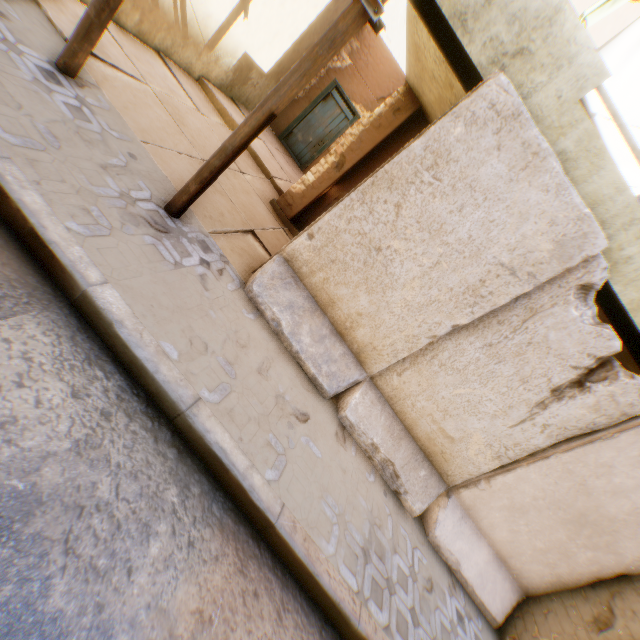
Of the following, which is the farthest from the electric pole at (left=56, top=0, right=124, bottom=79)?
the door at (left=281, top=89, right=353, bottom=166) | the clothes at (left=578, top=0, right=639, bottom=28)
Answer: the door at (left=281, top=89, right=353, bottom=166)

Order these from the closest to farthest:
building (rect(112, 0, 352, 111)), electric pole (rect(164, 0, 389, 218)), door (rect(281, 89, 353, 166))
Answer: electric pole (rect(164, 0, 389, 218)) → building (rect(112, 0, 352, 111)) → door (rect(281, 89, 353, 166))

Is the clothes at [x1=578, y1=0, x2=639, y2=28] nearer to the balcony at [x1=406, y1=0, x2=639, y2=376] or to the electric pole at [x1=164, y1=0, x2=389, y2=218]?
the balcony at [x1=406, y1=0, x2=639, y2=376]

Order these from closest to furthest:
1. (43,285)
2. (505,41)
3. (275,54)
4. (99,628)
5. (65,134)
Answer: (99,628)
(43,285)
(65,134)
(505,41)
(275,54)

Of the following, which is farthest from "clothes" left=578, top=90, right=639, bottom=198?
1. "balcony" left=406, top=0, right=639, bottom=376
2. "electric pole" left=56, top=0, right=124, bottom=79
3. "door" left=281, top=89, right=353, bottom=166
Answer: "door" left=281, top=89, right=353, bottom=166

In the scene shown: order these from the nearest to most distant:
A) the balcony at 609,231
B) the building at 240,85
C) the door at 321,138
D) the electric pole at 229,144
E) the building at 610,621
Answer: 1. the electric pole at 229,144
2. the balcony at 609,231
3. the building at 610,621
4. the building at 240,85
5. the door at 321,138

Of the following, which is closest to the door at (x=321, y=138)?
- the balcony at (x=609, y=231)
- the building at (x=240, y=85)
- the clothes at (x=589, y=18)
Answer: the building at (x=240, y=85)

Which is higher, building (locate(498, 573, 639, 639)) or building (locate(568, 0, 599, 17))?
building (locate(568, 0, 599, 17))
